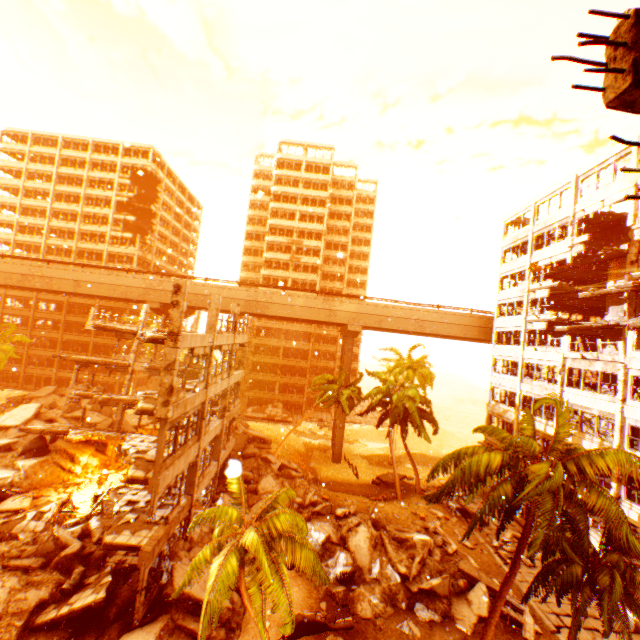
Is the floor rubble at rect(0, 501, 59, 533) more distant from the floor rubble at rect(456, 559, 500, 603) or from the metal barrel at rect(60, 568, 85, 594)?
the floor rubble at rect(456, 559, 500, 603)

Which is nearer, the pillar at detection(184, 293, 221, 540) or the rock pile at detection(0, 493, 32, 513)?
the pillar at detection(184, 293, 221, 540)

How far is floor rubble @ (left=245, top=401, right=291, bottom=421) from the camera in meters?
50.1

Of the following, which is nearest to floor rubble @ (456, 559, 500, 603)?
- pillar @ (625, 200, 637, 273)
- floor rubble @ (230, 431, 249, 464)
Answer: pillar @ (625, 200, 637, 273)

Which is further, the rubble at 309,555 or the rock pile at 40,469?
the rock pile at 40,469

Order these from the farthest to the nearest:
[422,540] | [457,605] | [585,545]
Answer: [422,540] → [457,605] → [585,545]

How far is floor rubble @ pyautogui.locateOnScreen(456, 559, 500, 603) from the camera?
18.6 meters

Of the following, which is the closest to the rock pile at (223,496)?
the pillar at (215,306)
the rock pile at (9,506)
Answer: the pillar at (215,306)
